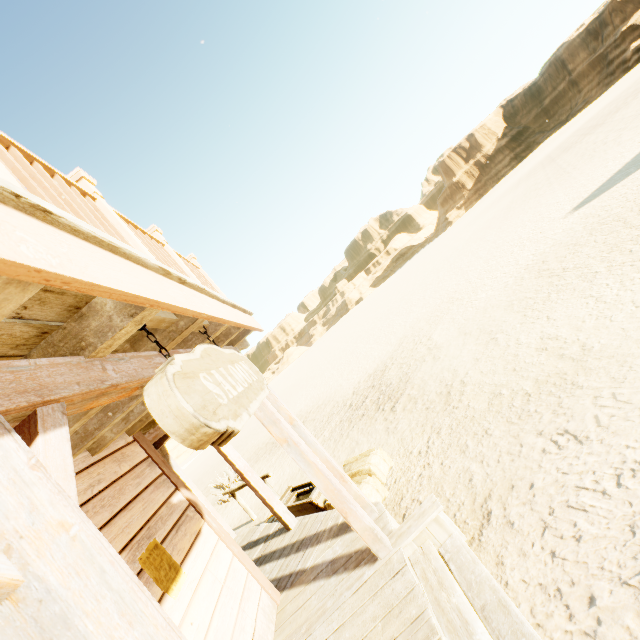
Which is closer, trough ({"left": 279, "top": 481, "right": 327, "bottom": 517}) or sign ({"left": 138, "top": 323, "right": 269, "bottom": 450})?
sign ({"left": 138, "top": 323, "right": 269, "bottom": 450})

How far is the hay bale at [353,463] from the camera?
4.88m

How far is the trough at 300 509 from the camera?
5.8m

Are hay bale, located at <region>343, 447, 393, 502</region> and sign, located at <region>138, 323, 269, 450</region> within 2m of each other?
no

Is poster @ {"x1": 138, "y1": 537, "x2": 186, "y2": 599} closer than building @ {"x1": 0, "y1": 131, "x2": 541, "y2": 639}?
No

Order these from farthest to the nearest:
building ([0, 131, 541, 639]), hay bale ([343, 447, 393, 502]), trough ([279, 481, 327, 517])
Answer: trough ([279, 481, 327, 517]) → hay bale ([343, 447, 393, 502]) → building ([0, 131, 541, 639])

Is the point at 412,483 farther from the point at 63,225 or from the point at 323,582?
the point at 63,225

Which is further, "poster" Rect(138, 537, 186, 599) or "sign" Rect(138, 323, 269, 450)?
"poster" Rect(138, 537, 186, 599)
